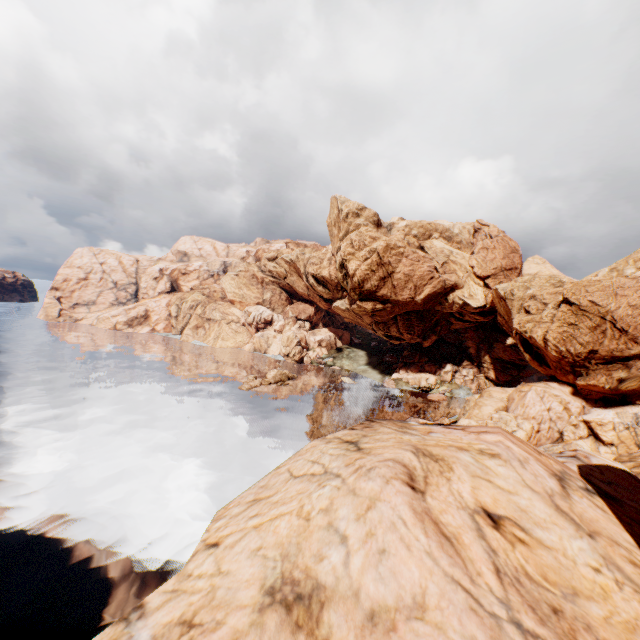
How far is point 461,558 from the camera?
5.1 meters
